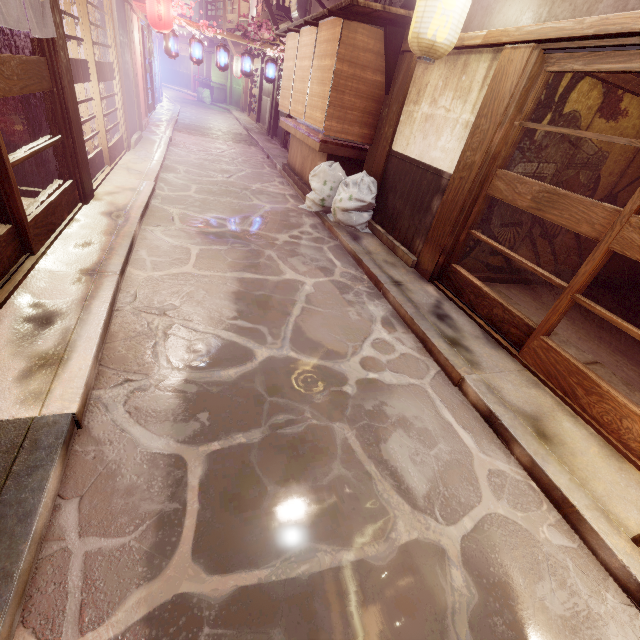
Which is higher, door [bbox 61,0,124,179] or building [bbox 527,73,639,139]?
building [bbox 527,73,639,139]

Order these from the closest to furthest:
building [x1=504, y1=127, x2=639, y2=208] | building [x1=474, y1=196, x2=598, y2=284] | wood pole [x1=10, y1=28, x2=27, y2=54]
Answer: wood pole [x1=10, y1=28, x2=27, y2=54] < building [x1=504, y1=127, x2=639, y2=208] < building [x1=474, y1=196, x2=598, y2=284]

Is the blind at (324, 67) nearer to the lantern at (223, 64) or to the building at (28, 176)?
the building at (28, 176)

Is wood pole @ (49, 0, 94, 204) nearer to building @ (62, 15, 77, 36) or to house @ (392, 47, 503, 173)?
building @ (62, 15, 77, 36)

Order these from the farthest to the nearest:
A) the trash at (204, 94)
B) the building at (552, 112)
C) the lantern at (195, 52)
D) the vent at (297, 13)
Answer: the trash at (204, 94) < the vent at (297, 13) < the lantern at (195, 52) < the building at (552, 112)

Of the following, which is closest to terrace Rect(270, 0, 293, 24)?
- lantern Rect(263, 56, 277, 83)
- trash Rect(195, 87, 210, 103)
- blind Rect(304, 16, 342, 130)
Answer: lantern Rect(263, 56, 277, 83)

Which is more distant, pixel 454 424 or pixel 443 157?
pixel 443 157

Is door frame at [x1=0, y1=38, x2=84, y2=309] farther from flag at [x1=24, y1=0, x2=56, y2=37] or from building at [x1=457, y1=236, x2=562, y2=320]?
building at [x1=457, y1=236, x2=562, y2=320]
